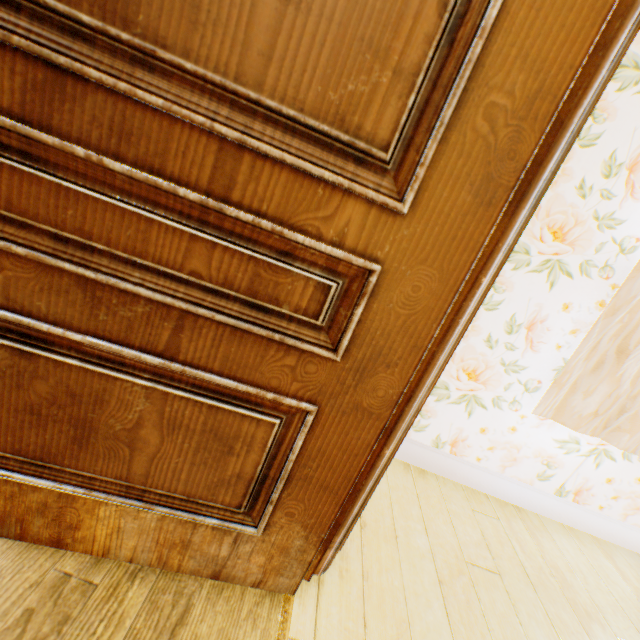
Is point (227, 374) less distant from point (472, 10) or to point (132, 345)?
point (132, 345)
